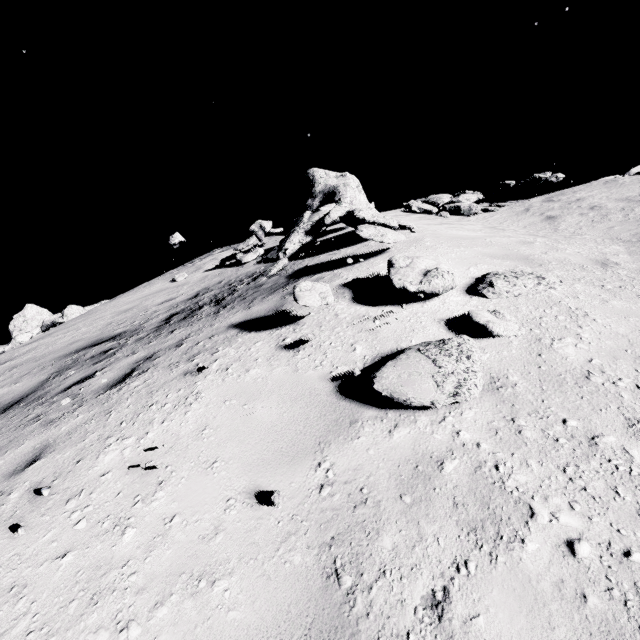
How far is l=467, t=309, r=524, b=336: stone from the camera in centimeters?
318cm

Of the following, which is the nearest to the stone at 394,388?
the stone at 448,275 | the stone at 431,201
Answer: the stone at 448,275

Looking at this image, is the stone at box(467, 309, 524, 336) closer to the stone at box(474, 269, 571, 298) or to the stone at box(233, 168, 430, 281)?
the stone at box(474, 269, 571, 298)

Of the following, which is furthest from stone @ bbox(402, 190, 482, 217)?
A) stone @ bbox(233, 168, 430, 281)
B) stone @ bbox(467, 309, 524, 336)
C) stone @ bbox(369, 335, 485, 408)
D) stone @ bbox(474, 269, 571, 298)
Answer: stone @ bbox(369, 335, 485, 408)

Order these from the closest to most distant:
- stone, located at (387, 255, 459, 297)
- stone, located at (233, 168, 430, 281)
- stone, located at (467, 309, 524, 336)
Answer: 1. stone, located at (467, 309, 524, 336)
2. stone, located at (387, 255, 459, 297)
3. stone, located at (233, 168, 430, 281)

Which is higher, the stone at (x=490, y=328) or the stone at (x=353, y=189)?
the stone at (x=353, y=189)

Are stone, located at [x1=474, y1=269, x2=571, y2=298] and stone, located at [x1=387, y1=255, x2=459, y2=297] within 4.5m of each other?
yes

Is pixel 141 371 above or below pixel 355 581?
above
